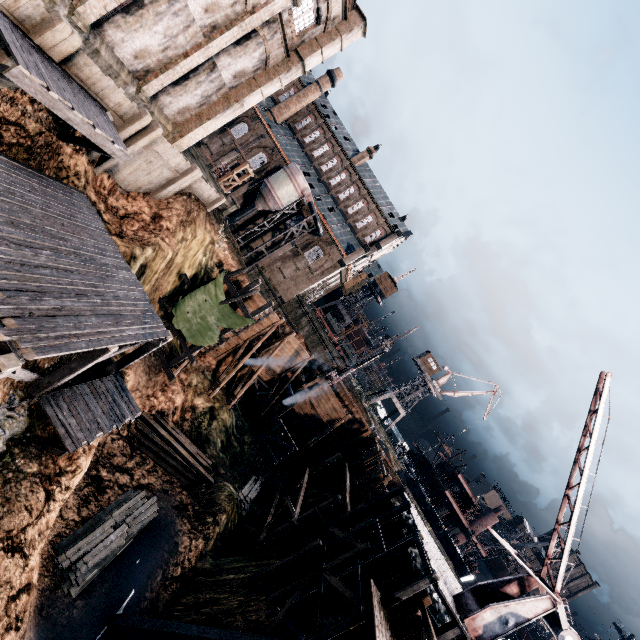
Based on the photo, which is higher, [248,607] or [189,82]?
[189,82]

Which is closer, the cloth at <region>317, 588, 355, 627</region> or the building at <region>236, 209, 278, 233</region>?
the cloth at <region>317, 588, 355, 627</region>

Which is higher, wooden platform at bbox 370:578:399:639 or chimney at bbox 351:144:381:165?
chimney at bbox 351:144:381:165

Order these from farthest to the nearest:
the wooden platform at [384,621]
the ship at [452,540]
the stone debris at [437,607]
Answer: the ship at [452,540]
the stone debris at [437,607]
the wooden platform at [384,621]

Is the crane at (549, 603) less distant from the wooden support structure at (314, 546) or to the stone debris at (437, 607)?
the stone debris at (437, 607)

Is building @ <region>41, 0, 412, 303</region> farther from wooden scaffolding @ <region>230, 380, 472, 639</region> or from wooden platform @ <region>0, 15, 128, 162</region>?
wooden scaffolding @ <region>230, 380, 472, 639</region>

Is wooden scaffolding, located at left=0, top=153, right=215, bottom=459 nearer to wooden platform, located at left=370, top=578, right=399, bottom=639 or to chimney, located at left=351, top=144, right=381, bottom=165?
wooden platform, located at left=370, top=578, right=399, bottom=639

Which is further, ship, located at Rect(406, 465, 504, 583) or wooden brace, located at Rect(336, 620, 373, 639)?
ship, located at Rect(406, 465, 504, 583)
